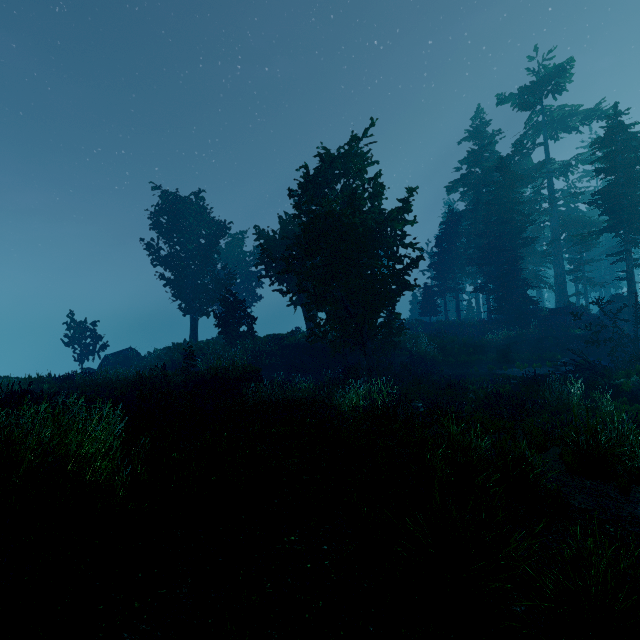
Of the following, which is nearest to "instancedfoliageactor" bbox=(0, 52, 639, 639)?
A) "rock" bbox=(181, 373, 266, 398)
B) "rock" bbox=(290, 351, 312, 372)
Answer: "rock" bbox=(181, 373, 266, 398)

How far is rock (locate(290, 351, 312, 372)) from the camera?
24.4 meters

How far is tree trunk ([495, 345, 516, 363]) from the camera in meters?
21.6 m

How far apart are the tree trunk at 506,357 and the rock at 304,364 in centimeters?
1316cm

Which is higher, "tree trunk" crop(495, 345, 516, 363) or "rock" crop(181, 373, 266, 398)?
"rock" crop(181, 373, 266, 398)

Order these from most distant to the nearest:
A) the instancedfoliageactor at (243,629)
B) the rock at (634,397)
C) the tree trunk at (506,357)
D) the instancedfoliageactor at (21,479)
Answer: the tree trunk at (506,357) → the rock at (634,397) → the instancedfoliageactor at (21,479) → the instancedfoliageactor at (243,629)

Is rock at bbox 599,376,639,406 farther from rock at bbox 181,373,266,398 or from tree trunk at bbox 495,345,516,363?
rock at bbox 181,373,266,398

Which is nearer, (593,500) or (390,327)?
(593,500)
